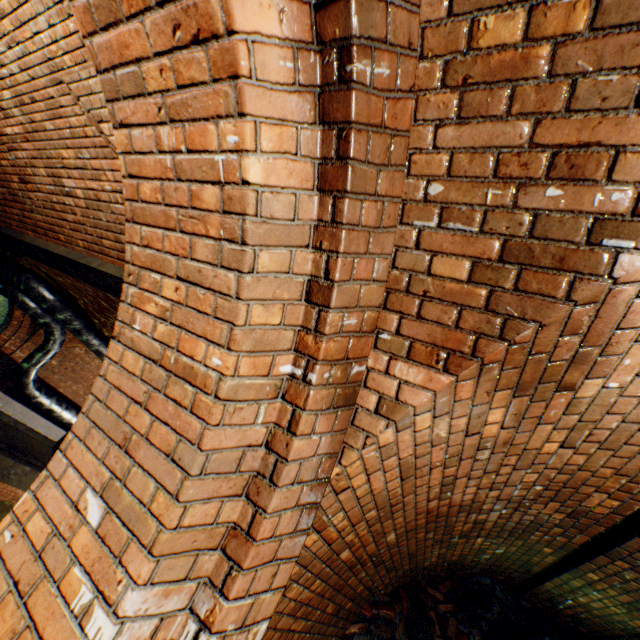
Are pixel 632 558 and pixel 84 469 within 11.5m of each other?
yes

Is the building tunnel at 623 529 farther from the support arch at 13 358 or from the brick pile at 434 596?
the support arch at 13 358

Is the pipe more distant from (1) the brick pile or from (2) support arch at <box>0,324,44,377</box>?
(1) the brick pile

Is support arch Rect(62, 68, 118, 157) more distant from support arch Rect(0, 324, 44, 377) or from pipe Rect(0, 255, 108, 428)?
support arch Rect(0, 324, 44, 377)

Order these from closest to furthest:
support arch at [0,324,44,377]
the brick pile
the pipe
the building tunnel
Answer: the building tunnel, the brick pile, the pipe, support arch at [0,324,44,377]

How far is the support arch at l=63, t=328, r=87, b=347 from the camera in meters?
13.0 m

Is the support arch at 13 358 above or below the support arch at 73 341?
below

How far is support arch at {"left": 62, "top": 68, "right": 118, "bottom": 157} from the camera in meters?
2.4
